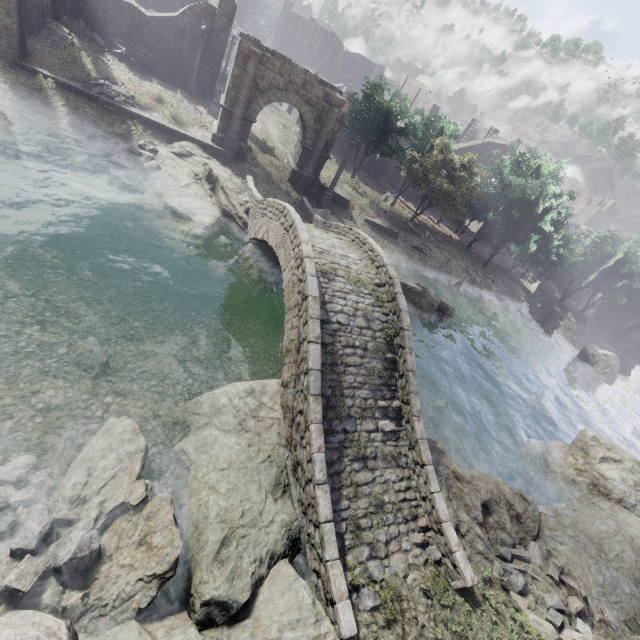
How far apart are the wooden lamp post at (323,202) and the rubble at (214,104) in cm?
1225

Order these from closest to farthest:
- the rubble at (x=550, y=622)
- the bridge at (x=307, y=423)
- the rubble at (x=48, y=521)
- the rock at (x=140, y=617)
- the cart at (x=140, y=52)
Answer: the rubble at (x=48, y=521) < the rock at (x=140, y=617) < the bridge at (x=307, y=423) < the rubble at (x=550, y=622) < the cart at (x=140, y=52)

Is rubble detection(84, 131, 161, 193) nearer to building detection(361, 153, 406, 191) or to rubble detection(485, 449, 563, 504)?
building detection(361, 153, 406, 191)

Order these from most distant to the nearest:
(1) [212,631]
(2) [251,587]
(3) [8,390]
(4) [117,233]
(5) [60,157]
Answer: (5) [60,157] < (4) [117,233] < (3) [8,390] < (2) [251,587] < (1) [212,631]

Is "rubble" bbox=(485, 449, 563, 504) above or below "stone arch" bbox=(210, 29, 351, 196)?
below

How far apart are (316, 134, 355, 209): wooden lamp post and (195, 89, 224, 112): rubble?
12.3m

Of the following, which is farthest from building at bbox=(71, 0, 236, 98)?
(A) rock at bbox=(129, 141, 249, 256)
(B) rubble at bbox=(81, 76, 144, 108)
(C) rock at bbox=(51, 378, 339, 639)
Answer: (A) rock at bbox=(129, 141, 249, 256)

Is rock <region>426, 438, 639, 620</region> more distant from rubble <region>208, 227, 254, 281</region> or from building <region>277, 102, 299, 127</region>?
rubble <region>208, 227, 254, 281</region>
